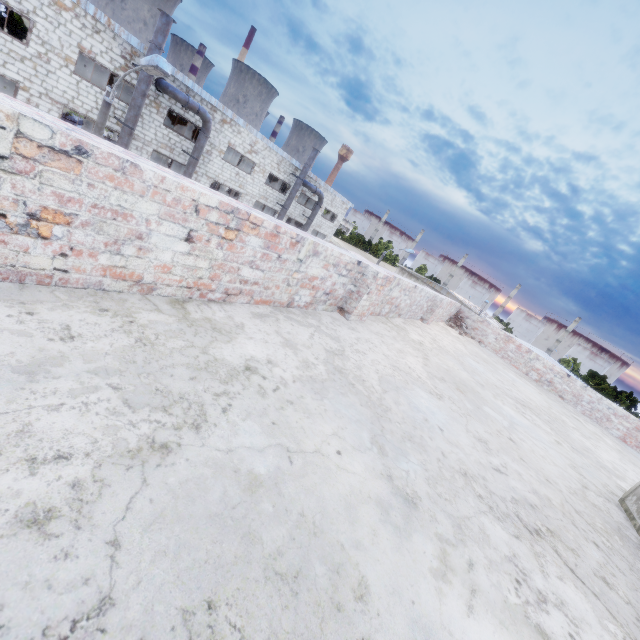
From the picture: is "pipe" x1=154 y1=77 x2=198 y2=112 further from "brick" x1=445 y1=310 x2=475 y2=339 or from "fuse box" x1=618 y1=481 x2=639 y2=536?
"fuse box" x1=618 y1=481 x2=639 y2=536

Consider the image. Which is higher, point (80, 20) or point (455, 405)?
point (80, 20)

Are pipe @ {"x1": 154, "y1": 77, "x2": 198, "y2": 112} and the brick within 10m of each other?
no

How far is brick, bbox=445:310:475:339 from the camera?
11.0m

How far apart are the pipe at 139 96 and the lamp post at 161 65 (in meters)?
8.03

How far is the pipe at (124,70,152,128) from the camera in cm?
1615

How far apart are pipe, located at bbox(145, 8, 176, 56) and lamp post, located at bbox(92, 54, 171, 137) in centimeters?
803cm

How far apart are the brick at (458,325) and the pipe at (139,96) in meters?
18.5
